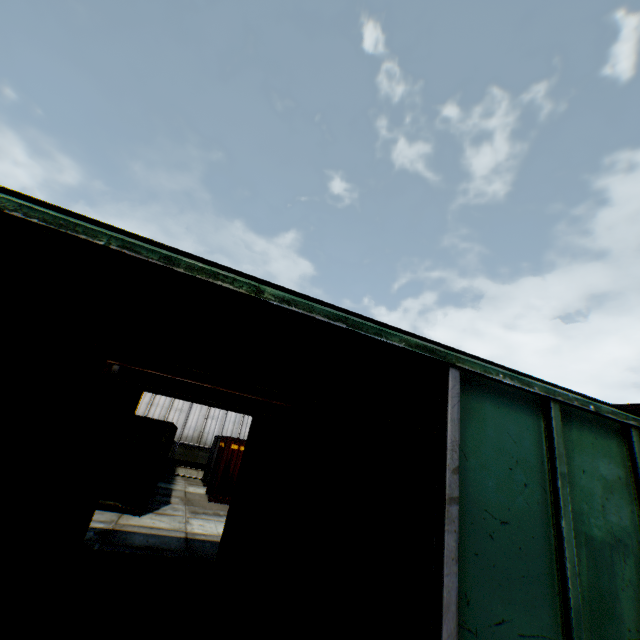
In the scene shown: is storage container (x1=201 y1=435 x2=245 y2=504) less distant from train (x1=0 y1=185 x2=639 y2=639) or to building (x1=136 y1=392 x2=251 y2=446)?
train (x1=0 y1=185 x2=639 y2=639)

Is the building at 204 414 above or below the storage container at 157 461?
above

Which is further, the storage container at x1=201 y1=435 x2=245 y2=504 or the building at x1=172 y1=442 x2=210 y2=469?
the building at x1=172 y1=442 x2=210 y2=469

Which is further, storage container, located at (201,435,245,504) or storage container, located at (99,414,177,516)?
storage container, located at (201,435,245,504)

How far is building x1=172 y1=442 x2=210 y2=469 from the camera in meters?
24.0 m

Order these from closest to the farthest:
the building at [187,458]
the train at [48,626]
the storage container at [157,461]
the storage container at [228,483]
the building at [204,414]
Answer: the train at [48,626] < the storage container at [157,461] < the storage container at [228,483] < the building at [187,458] < the building at [204,414]

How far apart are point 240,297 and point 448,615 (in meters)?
1.81

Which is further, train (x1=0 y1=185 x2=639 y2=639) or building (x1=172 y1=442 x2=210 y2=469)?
building (x1=172 y1=442 x2=210 y2=469)
